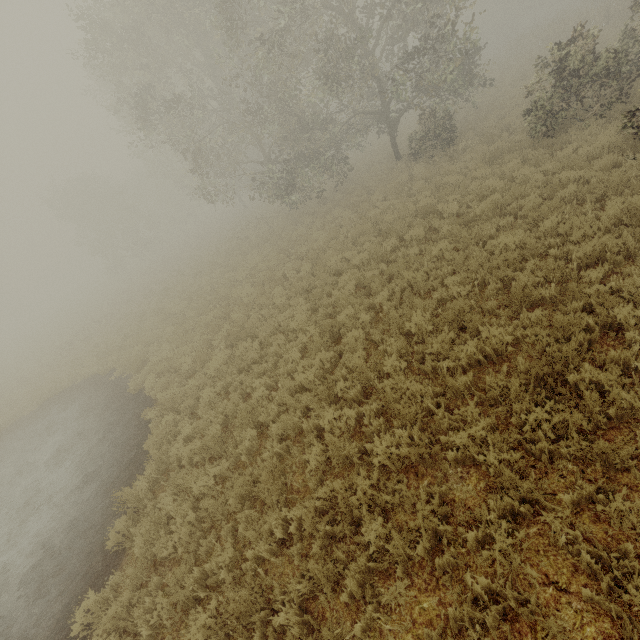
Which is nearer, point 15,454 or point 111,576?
point 111,576
